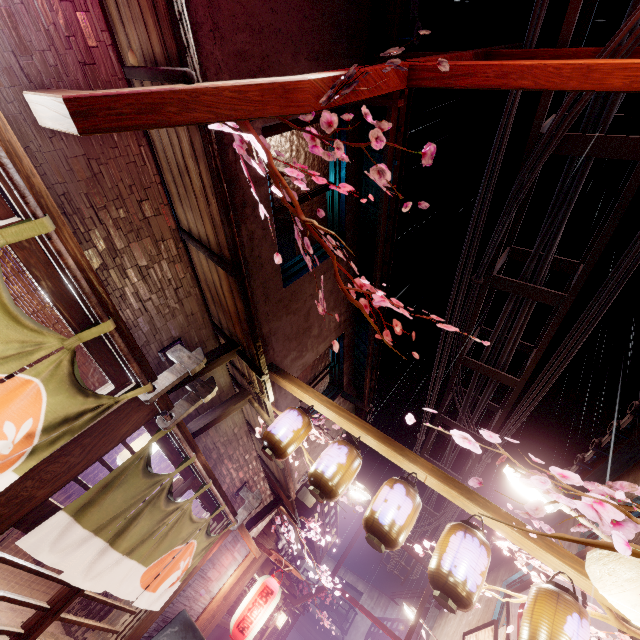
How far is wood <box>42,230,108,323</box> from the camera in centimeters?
381cm

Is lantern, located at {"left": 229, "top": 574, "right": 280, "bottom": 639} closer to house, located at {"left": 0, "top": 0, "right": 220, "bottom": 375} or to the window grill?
house, located at {"left": 0, "top": 0, "right": 220, "bottom": 375}

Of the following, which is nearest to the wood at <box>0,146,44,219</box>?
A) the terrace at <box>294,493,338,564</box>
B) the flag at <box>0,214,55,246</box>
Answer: the flag at <box>0,214,55,246</box>

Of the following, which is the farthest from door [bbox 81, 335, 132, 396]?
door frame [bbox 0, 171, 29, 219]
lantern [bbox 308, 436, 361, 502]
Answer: lantern [bbox 308, 436, 361, 502]

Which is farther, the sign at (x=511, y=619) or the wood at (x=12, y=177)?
the sign at (x=511, y=619)

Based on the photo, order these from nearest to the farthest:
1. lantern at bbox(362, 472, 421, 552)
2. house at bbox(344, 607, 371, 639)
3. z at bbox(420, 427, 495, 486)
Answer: lantern at bbox(362, 472, 421, 552) → z at bbox(420, 427, 495, 486) → house at bbox(344, 607, 371, 639)

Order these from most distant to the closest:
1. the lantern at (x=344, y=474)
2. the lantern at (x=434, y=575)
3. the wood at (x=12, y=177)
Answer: the lantern at (x=344, y=474), the lantern at (x=434, y=575), the wood at (x=12, y=177)

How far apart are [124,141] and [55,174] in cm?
102
